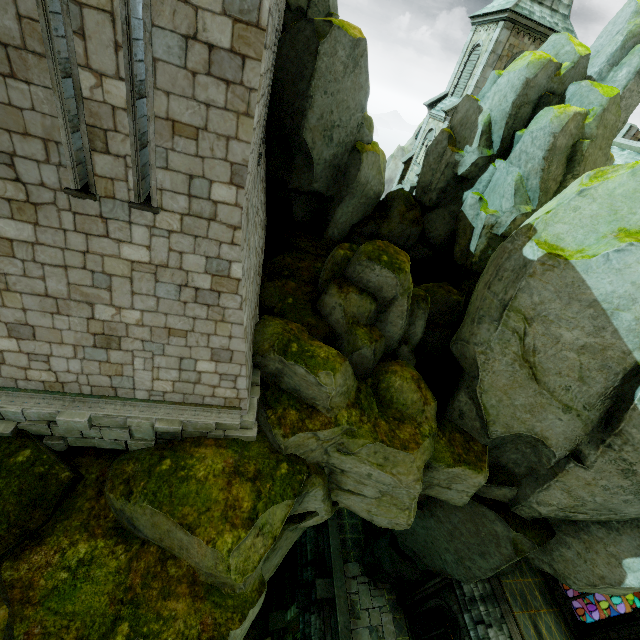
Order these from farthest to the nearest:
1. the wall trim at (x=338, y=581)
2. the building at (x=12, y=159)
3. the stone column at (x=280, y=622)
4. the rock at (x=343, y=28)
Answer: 1. the stone column at (x=280, y=622)
2. the wall trim at (x=338, y=581)
3. the rock at (x=343, y=28)
4. the building at (x=12, y=159)

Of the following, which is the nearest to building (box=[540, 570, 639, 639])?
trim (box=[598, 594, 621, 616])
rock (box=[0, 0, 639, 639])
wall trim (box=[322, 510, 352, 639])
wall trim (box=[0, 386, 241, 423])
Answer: rock (box=[0, 0, 639, 639])

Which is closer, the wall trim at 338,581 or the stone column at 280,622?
the wall trim at 338,581

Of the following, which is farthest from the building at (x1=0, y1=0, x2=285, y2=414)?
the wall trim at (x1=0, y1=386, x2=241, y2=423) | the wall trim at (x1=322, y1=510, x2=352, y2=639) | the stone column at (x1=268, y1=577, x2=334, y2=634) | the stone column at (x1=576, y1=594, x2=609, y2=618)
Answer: the stone column at (x1=576, y1=594, x2=609, y2=618)

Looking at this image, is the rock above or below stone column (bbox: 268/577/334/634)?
above

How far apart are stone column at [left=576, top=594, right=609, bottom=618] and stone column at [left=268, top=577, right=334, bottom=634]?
18.63m

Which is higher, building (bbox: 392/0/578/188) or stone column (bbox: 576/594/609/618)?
building (bbox: 392/0/578/188)

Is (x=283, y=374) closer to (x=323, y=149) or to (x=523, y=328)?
(x=523, y=328)
